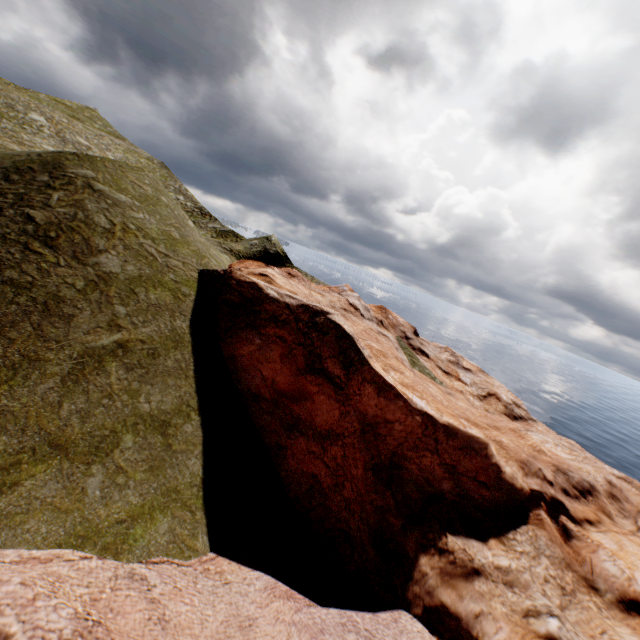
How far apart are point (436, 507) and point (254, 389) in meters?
12.1
